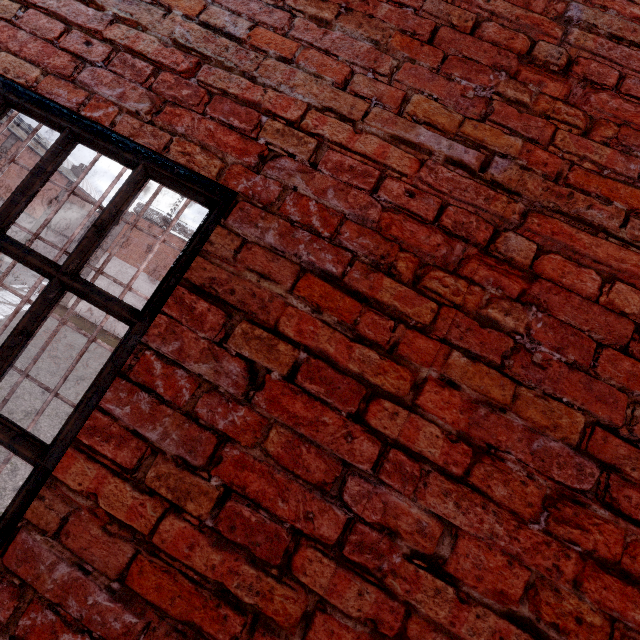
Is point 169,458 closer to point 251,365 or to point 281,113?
point 251,365

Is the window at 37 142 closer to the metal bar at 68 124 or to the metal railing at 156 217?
the metal railing at 156 217

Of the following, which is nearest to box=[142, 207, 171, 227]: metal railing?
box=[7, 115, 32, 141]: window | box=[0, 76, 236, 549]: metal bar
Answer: box=[7, 115, 32, 141]: window

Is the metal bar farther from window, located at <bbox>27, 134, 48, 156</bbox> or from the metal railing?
window, located at <bbox>27, 134, 48, 156</bbox>

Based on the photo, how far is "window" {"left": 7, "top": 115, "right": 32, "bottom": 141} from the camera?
25.6m

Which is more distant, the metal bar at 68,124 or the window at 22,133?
the window at 22,133

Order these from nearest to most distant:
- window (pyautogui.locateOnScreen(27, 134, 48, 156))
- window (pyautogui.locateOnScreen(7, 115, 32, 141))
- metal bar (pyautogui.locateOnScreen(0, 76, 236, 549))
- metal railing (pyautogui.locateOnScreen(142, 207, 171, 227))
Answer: metal bar (pyautogui.locateOnScreen(0, 76, 236, 549))
metal railing (pyautogui.locateOnScreen(142, 207, 171, 227))
window (pyautogui.locateOnScreen(7, 115, 32, 141))
window (pyautogui.locateOnScreen(27, 134, 48, 156))
